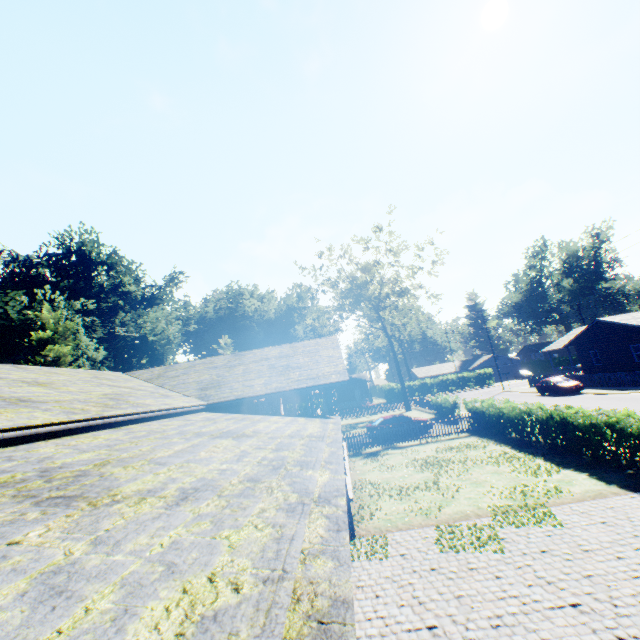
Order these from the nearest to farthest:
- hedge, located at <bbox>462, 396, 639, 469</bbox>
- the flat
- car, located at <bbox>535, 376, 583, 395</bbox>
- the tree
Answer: the flat, hedge, located at <bbox>462, 396, 639, 469</bbox>, car, located at <bbox>535, 376, 583, 395</bbox>, the tree

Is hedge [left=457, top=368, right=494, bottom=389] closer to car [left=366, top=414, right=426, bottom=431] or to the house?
the house

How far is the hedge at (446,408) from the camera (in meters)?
26.94

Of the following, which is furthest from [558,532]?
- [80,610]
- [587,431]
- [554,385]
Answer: [554,385]

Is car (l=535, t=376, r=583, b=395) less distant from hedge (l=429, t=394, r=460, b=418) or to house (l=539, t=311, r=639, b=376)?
house (l=539, t=311, r=639, b=376)

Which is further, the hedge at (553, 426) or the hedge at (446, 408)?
the hedge at (446, 408)

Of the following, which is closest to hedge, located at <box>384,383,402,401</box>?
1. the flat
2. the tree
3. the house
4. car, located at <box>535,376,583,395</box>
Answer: the house

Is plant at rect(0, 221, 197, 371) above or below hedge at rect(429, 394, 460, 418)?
above
